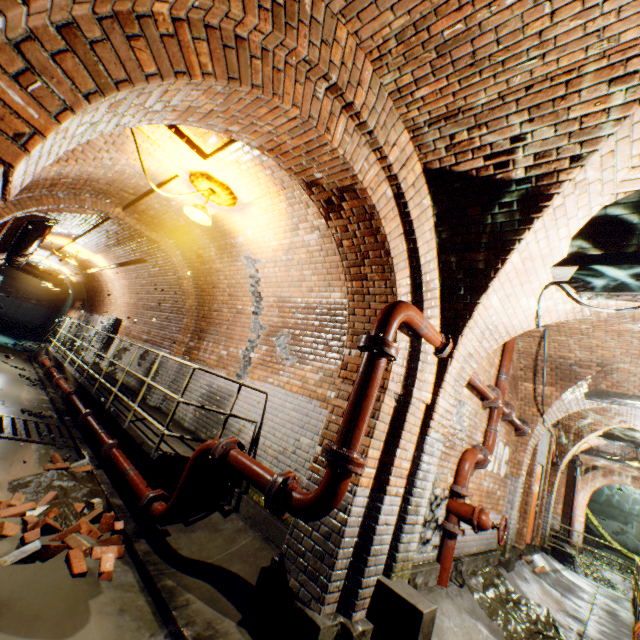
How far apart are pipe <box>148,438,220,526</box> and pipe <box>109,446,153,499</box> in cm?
24

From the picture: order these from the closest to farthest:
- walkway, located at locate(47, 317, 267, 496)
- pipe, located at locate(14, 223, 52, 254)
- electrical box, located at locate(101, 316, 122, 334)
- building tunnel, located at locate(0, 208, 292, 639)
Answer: building tunnel, located at locate(0, 208, 292, 639) → walkway, located at locate(47, 317, 267, 496) → pipe, located at locate(14, 223, 52, 254) → electrical box, located at locate(101, 316, 122, 334)

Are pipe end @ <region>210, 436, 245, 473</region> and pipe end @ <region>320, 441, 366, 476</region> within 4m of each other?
yes

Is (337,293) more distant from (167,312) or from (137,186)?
(167,312)

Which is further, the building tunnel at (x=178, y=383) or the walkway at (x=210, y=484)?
the building tunnel at (x=178, y=383)

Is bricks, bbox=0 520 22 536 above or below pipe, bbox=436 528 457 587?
below

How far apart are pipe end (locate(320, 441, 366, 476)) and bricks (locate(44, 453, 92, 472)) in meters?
4.7

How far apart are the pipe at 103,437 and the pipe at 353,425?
4.8 meters
